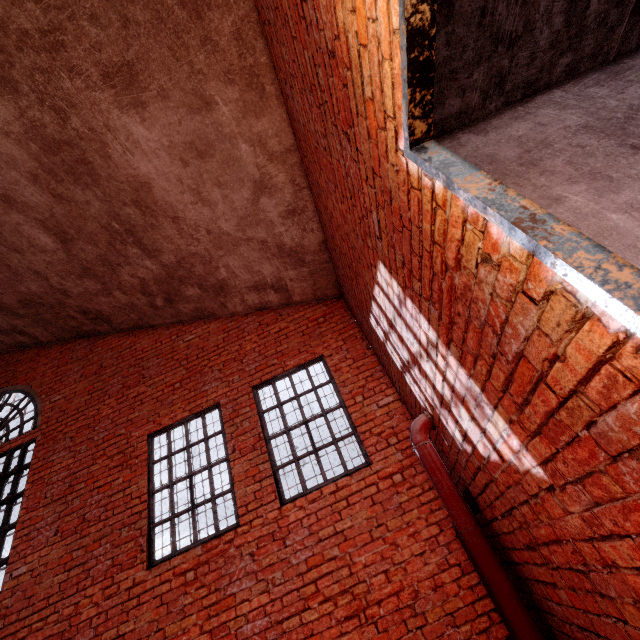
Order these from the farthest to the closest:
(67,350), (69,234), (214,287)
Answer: (67,350)
(214,287)
(69,234)

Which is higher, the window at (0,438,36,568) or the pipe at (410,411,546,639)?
the window at (0,438,36,568)

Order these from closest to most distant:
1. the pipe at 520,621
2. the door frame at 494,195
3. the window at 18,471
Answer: the door frame at 494,195
the pipe at 520,621
the window at 18,471

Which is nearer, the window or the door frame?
the door frame

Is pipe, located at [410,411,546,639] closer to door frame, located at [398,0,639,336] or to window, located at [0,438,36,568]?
door frame, located at [398,0,639,336]

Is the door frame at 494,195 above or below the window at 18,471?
below

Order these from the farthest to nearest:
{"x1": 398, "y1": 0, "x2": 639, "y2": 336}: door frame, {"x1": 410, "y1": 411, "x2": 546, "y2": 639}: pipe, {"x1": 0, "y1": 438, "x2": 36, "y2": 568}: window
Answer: {"x1": 0, "y1": 438, "x2": 36, "y2": 568}: window, {"x1": 410, "y1": 411, "x2": 546, "y2": 639}: pipe, {"x1": 398, "y1": 0, "x2": 639, "y2": 336}: door frame
